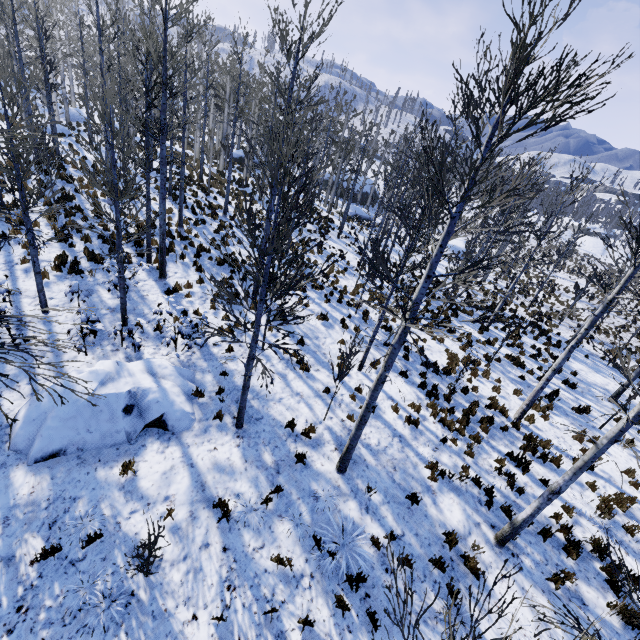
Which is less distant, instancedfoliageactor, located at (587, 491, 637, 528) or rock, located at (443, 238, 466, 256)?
instancedfoliageactor, located at (587, 491, 637, 528)

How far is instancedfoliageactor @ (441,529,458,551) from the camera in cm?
678

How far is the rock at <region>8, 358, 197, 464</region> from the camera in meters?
6.5 m

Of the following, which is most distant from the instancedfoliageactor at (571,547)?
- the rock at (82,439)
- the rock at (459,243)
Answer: the rock at (459,243)

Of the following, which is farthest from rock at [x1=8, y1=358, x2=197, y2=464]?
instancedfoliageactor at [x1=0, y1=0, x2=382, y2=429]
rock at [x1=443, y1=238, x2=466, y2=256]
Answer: rock at [x1=443, y1=238, x2=466, y2=256]

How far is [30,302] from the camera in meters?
9.5

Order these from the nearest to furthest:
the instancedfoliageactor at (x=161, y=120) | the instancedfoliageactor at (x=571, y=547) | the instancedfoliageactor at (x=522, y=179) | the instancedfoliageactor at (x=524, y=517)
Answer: the instancedfoliageactor at (x=571, y=547)
the instancedfoliageactor at (x=522, y=179)
the instancedfoliageactor at (x=524, y=517)
the instancedfoliageactor at (x=161, y=120)

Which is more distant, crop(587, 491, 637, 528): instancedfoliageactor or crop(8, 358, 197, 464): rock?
crop(587, 491, 637, 528): instancedfoliageactor
